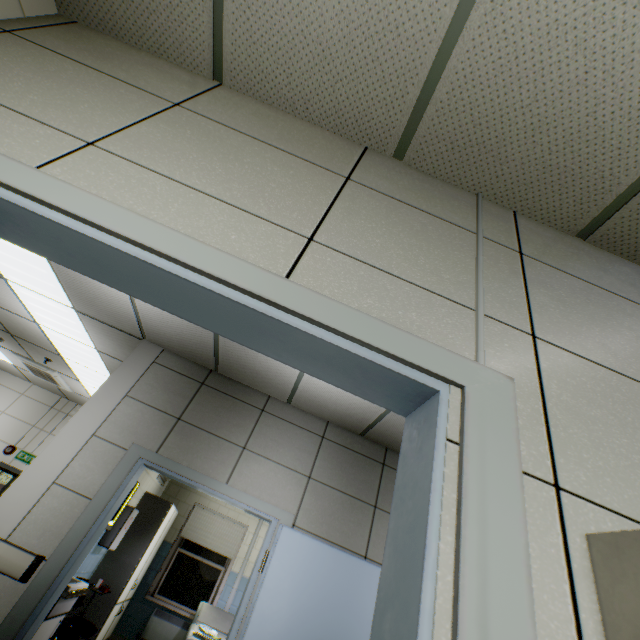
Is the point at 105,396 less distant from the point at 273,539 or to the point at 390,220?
the point at 273,539

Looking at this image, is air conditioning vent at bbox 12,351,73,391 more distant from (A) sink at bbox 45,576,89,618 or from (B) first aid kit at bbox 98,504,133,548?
(A) sink at bbox 45,576,89,618

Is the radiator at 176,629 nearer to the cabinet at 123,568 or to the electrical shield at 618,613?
the cabinet at 123,568

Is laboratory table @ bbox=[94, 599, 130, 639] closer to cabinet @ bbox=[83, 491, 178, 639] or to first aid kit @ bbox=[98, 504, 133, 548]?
cabinet @ bbox=[83, 491, 178, 639]

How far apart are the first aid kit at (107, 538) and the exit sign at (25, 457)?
3.6 meters

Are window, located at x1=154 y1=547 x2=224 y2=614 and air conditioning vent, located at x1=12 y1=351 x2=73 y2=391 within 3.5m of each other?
no

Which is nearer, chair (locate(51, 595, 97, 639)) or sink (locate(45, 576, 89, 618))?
sink (locate(45, 576, 89, 618))

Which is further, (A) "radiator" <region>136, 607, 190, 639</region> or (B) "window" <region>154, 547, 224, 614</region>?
(B) "window" <region>154, 547, 224, 614</region>
